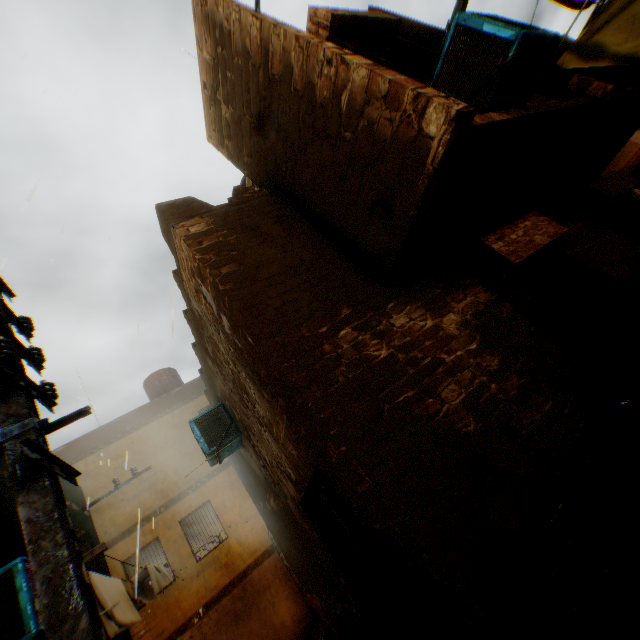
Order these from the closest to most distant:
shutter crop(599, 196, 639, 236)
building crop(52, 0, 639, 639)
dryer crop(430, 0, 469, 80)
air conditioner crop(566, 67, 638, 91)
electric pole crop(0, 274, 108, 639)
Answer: electric pole crop(0, 274, 108, 639) < building crop(52, 0, 639, 639) < dryer crop(430, 0, 469, 80) < air conditioner crop(566, 67, 638, 91) < shutter crop(599, 196, 639, 236)

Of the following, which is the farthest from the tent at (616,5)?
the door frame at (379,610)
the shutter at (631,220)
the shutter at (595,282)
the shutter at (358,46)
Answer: the shutter at (631,220)

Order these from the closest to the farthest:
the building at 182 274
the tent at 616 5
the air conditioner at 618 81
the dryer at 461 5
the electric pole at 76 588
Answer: the electric pole at 76 588 → the building at 182 274 → the dryer at 461 5 → the tent at 616 5 → the air conditioner at 618 81

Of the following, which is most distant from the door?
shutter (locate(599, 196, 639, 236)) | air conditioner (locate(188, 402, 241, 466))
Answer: A: shutter (locate(599, 196, 639, 236))

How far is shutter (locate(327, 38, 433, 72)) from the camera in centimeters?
424cm

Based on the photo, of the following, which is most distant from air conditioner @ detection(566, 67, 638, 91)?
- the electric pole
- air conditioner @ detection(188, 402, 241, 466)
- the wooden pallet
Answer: air conditioner @ detection(188, 402, 241, 466)

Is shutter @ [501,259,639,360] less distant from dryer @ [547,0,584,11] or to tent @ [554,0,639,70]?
tent @ [554,0,639,70]

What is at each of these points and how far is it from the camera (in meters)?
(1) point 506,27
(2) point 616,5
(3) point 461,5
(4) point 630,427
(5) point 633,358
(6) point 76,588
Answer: (1) air conditioner, 3.04
(2) tent, 4.29
(3) dryer, 3.76
(4) trash bag, 2.88
(5) trash bag, 3.20
(6) electric pole, 1.55
